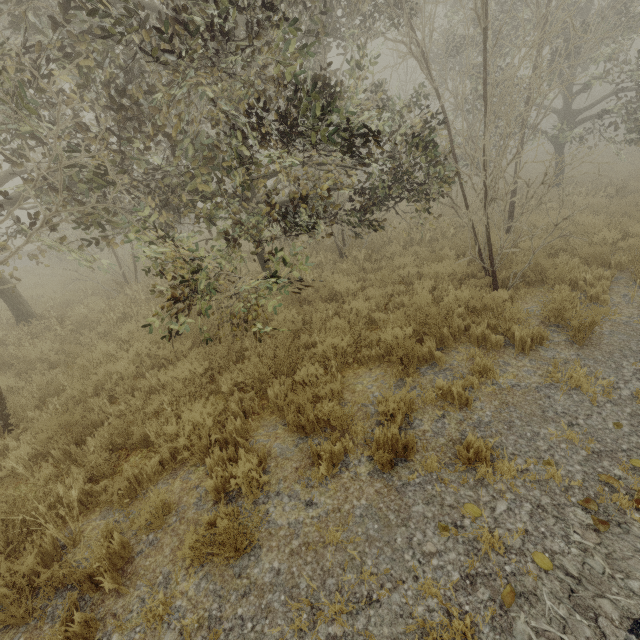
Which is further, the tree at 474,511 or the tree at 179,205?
the tree at 179,205

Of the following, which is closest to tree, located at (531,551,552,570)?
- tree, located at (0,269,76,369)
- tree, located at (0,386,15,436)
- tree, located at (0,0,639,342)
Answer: tree, located at (0,0,639,342)

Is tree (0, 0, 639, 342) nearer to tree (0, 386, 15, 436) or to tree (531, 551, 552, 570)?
tree (0, 386, 15, 436)

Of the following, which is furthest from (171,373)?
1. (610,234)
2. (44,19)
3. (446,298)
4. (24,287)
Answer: (24,287)

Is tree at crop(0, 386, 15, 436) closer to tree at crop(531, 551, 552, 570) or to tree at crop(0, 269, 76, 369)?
tree at crop(0, 269, 76, 369)

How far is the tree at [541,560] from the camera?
2.6 meters

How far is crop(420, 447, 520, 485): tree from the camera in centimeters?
329cm

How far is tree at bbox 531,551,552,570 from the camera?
2.6m
